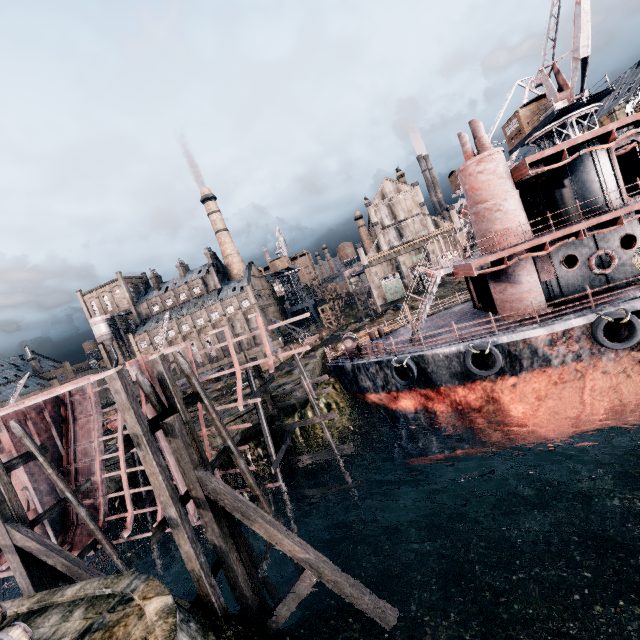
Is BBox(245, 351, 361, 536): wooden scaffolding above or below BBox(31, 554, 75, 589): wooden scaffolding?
above

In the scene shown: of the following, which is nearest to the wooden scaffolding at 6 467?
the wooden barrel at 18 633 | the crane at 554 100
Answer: the wooden barrel at 18 633

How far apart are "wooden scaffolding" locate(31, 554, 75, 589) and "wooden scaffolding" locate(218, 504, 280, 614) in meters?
8.3 m

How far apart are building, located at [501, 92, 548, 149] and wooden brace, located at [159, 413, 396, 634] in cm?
4362

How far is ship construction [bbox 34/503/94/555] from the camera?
18.3m

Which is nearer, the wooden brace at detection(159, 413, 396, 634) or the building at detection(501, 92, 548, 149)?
the wooden brace at detection(159, 413, 396, 634)

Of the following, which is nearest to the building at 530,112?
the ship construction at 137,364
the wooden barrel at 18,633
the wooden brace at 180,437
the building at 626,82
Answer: the building at 626,82

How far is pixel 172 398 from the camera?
11.77m
